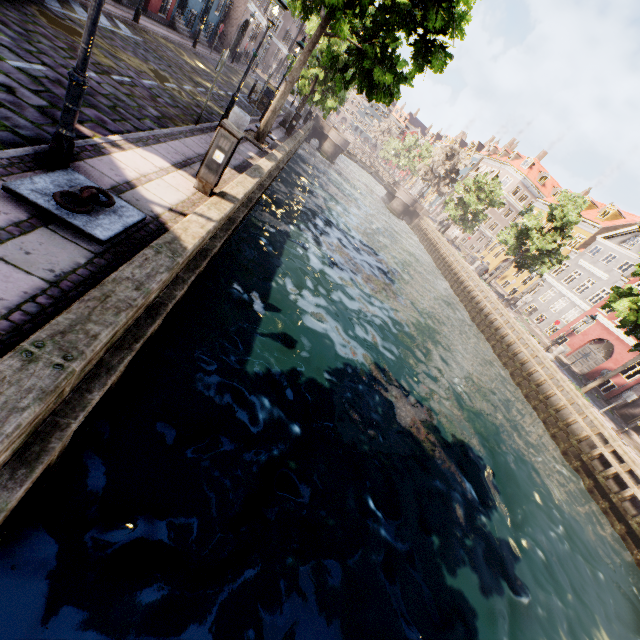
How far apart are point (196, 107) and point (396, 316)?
11.7m

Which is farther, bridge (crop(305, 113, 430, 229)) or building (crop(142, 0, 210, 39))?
bridge (crop(305, 113, 430, 229))

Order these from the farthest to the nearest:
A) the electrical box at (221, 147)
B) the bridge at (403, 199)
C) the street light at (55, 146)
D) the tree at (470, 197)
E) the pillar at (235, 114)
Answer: the bridge at (403, 199)
the tree at (470, 197)
the pillar at (235, 114)
the electrical box at (221, 147)
the street light at (55, 146)

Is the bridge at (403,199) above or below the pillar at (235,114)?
below

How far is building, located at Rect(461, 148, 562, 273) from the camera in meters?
43.9

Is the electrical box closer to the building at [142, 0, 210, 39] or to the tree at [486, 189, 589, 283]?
the tree at [486, 189, 589, 283]

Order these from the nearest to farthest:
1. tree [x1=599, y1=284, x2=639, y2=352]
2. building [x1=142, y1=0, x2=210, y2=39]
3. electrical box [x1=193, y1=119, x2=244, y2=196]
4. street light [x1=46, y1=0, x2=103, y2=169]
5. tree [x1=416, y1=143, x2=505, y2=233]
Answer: street light [x1=46, y1=0, x2=103, y2=169] < electrical box [x1=193, y1=119, x2=244, y2=196] < tree [x1=599, y1=284, x2=639, y2=352] < building [x1=142, y1=0, x2=210, y2=39] < tree [x1=416, y1=143, x2=505, y2=233]

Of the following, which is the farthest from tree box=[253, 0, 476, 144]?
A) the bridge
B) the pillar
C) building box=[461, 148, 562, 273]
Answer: building box=[461, 148, 562, 273]
